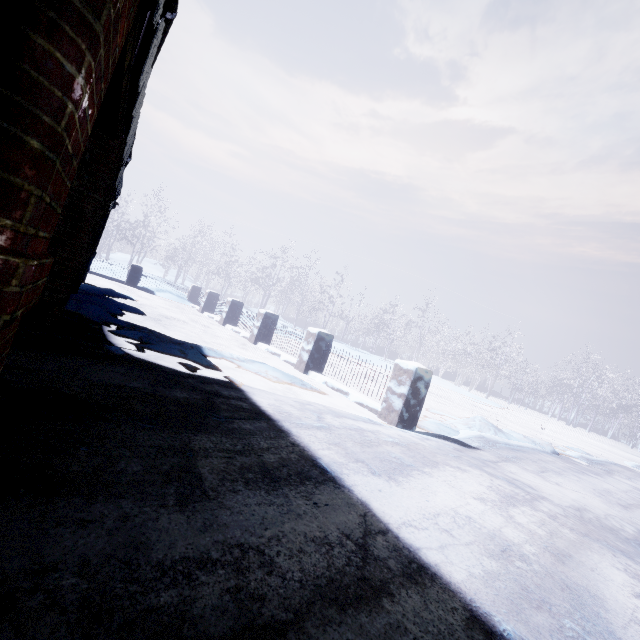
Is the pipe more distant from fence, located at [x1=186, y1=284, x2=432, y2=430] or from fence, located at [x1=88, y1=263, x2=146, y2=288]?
fence, located at [x1=88, y1=263, x2=146, y2=288]

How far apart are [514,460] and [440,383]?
19.23m

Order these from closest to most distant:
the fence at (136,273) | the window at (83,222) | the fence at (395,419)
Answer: the window at (83,222)
the fence at (395,419)
the fence at (136,273)

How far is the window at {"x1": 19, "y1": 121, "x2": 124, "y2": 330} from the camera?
3.2m

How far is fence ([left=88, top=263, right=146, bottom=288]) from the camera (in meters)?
12.48

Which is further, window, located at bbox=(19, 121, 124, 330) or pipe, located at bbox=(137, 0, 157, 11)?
window, located at bbox=(19, 121, 124, 330)

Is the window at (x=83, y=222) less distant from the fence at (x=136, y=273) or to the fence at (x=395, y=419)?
the fence at (x=395, y=419)

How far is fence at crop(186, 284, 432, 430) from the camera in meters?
4.5 m
